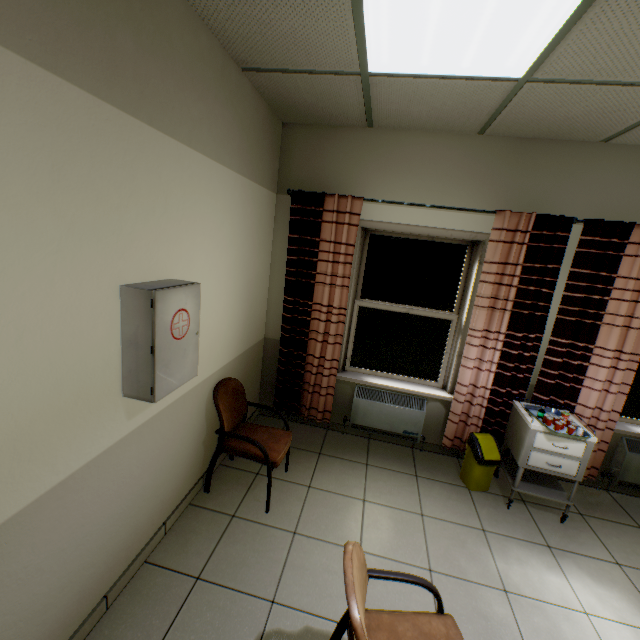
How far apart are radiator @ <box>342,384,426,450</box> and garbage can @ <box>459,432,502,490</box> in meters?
0.5 m

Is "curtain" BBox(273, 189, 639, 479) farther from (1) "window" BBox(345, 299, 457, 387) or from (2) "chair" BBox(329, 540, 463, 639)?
(2) "chair" BBox(329, 540, 463, 639)

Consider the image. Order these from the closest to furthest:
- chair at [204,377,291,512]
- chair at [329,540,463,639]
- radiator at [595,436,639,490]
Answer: chair at [329,540,463,639] → chair at [204,377,291,512] → radiator at [595,436,639,490]

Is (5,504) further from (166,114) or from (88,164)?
(166,114)

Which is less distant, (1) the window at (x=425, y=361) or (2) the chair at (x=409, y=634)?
(2) the chair at (x=409, y=634)

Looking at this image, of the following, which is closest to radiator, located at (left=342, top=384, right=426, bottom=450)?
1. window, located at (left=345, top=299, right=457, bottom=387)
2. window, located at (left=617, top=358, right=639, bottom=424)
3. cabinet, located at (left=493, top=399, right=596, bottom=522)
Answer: window, located at (left=345, top=299, right=457, bottom=387)

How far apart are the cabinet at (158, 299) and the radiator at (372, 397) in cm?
208

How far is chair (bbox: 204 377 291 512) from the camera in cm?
253
